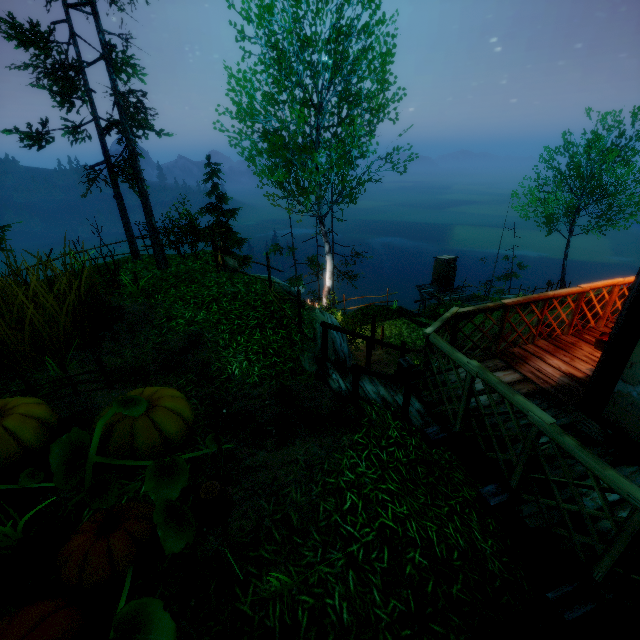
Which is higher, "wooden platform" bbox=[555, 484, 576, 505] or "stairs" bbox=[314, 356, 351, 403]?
"wooden platform" bbox=[555, 484, 576, 505]

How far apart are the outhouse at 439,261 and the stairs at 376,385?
19.4 meters

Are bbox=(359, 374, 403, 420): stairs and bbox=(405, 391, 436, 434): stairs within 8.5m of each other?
yes

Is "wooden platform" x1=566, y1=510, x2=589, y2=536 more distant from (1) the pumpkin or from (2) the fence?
(1) the pumpkin

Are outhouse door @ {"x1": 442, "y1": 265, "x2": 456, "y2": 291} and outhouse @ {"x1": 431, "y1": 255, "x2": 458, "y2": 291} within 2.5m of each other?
yes

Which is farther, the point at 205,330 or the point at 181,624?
the point at 205,330

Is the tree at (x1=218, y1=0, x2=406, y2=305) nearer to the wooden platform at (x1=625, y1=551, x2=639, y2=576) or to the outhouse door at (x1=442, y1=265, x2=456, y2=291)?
the outhouse door at (x1=442, y1=265, x2=456, y2=291)

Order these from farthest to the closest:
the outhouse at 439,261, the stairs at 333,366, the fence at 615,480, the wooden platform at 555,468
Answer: the outhouse at 439,261, the stairs at 333,366, the wooden platform at 555,468, the fence at 615,480
